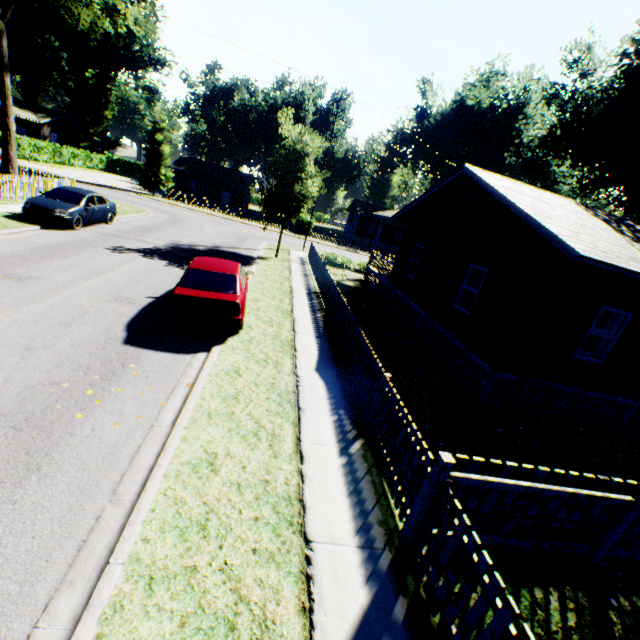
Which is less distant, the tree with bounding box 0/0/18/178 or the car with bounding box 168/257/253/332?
the car with bounding box 168/257/253/332

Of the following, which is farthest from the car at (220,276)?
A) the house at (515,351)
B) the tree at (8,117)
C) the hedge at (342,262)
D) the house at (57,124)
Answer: the house at (57,124)

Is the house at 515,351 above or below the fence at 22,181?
above

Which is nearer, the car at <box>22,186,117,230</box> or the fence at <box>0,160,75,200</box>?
the car at <box>22,186,117,230</box>

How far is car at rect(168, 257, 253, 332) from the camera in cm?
795

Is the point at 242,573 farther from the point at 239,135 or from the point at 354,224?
the point at 239,135

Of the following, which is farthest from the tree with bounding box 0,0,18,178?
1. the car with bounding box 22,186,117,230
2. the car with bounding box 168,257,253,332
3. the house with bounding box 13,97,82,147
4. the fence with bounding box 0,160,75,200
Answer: the house with bounding box 13,97,82,147

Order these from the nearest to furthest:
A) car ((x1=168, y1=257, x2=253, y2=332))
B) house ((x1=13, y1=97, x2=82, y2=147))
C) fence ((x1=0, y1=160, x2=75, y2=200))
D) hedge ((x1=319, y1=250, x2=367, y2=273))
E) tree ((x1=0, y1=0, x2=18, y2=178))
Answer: car ((x1=168, y1=257, x2=253, y2=332))
fence ((x1=0, y1=160, x2=75, y2=200))
tree ((x1=0, y1=0, x2=18, y2=178))
hedge ((x1=319, y1=250, x2=367, y2=273))
house ((x1=13, y1=97, x2=82, y2=147))
